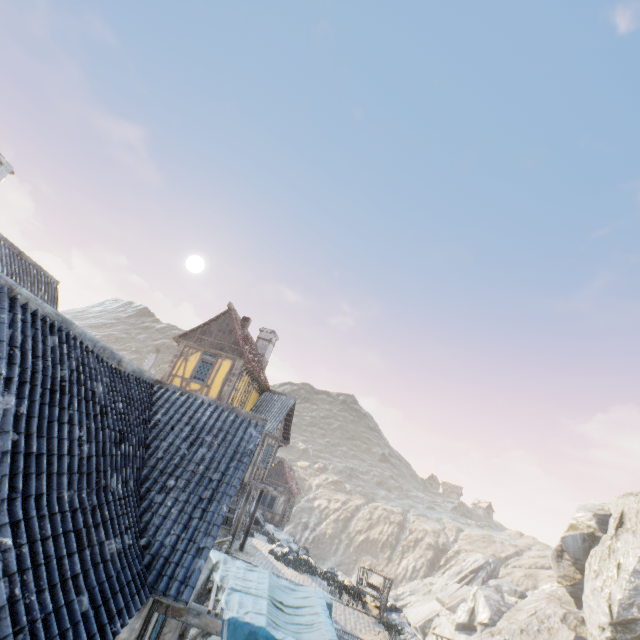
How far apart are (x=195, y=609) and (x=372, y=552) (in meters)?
60.46

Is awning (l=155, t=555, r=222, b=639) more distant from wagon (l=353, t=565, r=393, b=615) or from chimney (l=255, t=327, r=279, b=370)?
chimney (l=255, t=327, r=279, b=370)

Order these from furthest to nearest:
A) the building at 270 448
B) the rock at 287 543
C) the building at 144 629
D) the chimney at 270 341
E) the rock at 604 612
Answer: the chimney at 270 341, the rock at 604 612, the rock at 287 543, the building at 270 448, the building at 144 629

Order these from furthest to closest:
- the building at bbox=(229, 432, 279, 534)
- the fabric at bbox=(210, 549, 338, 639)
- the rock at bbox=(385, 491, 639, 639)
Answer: the rock at bbox=(385, 491, 639, 639) → the building at bbox=(229, 432, 279, 534) → the fabric at bbox=(210, 549, 338, 639)

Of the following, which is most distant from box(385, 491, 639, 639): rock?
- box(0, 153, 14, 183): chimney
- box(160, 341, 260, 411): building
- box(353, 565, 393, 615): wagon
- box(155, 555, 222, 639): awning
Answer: box(0, 153, 14, 183): chimney

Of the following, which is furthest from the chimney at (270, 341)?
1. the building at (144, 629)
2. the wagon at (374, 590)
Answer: the building at (144, 629)

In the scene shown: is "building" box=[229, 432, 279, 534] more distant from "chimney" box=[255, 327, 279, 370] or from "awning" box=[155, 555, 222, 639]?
"awning" box=[155, 555, 222, 639]

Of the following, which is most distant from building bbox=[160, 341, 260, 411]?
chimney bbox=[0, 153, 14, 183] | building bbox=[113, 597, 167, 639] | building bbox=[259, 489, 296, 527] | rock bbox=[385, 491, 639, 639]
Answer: chimney bbox=[0, 153, 14, 183]
